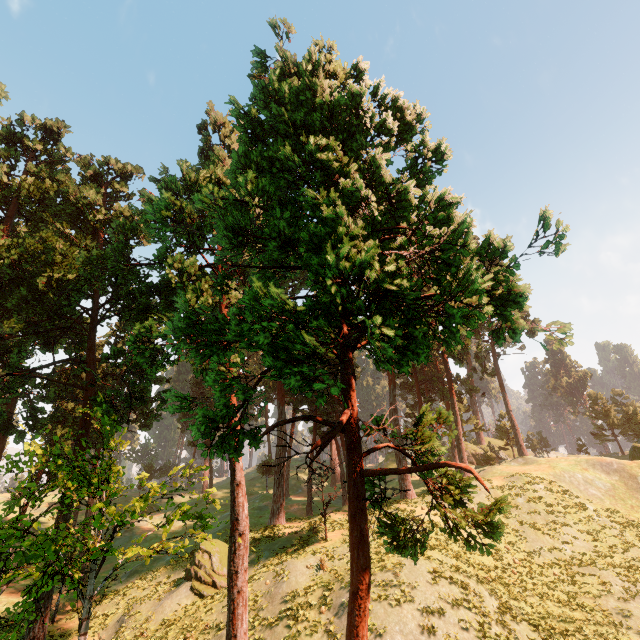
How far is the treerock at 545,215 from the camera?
5.4 meters

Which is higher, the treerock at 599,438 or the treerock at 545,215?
the treerock at 599,438

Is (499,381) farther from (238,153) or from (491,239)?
(238,153)

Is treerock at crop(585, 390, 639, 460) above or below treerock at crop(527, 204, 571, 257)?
above

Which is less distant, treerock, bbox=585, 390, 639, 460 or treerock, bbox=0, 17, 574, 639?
treerock, bbox=0, 17, 574, 639

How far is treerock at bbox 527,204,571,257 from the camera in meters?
5.4 m
